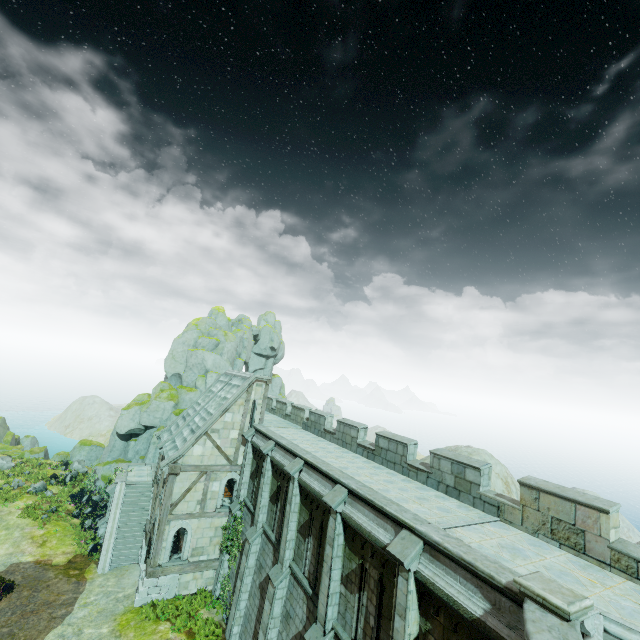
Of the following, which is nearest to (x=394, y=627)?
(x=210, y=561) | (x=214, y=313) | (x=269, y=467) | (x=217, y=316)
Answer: (x=269, y=467)

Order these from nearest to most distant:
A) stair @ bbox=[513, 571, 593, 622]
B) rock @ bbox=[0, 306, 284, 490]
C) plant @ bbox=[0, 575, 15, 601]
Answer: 1. stair @ bbox=[513, 571, 593, 622]
2. plant @ bbox=[0, 575, 15, 601]
3. rock @ bbox=[0, 306, 284, 490]

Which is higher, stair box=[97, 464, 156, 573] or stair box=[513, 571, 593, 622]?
stair box=[513, 571, 593, 622]

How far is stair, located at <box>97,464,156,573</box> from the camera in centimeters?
2131cm

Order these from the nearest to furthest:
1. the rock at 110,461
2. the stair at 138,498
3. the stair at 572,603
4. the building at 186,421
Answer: the stair at 572,603 → the building at 186,421 → the stair at 138,498 → the rock at 110,461

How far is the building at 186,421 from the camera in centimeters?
1892cm

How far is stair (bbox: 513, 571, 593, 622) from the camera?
5.71m

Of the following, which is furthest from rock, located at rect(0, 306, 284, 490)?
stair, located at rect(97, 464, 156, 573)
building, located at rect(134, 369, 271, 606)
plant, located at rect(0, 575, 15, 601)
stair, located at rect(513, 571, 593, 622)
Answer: stair, located at rect(513, 571, 593, 622)
